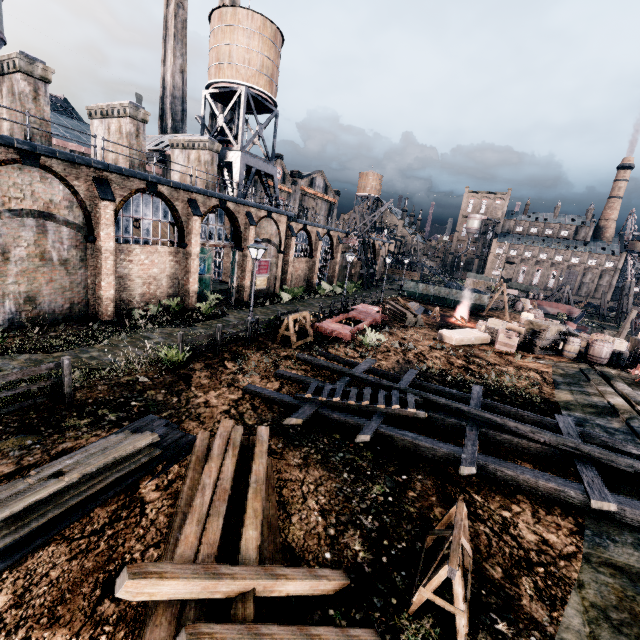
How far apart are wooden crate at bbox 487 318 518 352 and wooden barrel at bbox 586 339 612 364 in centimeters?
399cm

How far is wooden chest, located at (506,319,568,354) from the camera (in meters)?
20.75

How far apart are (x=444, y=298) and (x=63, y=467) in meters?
42.3 m

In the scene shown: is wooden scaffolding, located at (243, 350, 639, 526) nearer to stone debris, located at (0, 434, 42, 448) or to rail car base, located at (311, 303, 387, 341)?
rail car base, located at (311, 303, 387, 341)

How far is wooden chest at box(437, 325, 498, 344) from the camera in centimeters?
2209cm

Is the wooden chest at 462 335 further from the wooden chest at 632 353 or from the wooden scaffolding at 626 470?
the wooden chest at 632 353

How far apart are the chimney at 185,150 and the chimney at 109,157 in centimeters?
493cm

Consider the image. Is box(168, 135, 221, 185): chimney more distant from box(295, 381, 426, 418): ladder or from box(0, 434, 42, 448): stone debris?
box(0, 434, 42, 448): stone debris
